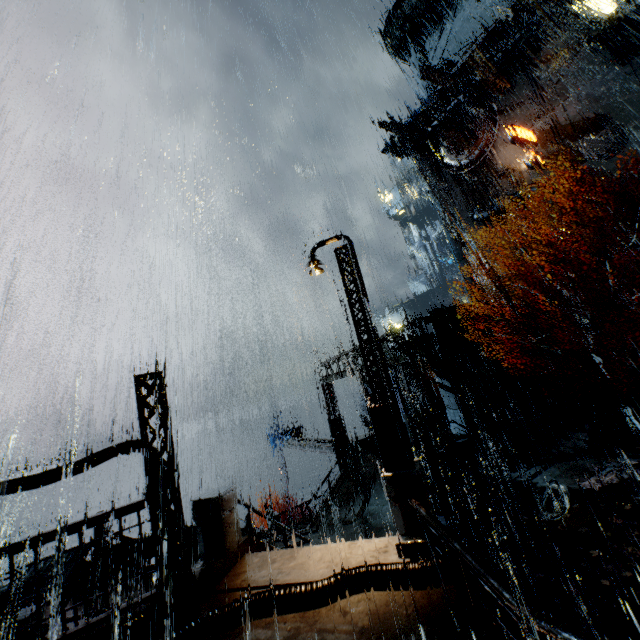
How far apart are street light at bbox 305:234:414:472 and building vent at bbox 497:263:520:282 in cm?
3557

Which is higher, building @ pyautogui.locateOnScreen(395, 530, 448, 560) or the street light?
the street light

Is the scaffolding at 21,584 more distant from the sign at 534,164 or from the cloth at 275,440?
the sign at 534,164

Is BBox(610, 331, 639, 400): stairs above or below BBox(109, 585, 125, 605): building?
above

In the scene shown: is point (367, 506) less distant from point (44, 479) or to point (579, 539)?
point (579, 539)

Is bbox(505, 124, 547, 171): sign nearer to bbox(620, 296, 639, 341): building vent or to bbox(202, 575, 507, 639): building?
bbox(202, 575, 507, 639): building

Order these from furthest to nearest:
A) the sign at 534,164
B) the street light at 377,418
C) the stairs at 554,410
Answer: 1. the sign at 534,164
2. the stairs at 554,410
3. the street light at 377,418

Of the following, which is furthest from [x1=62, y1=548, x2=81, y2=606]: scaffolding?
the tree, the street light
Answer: the tree
